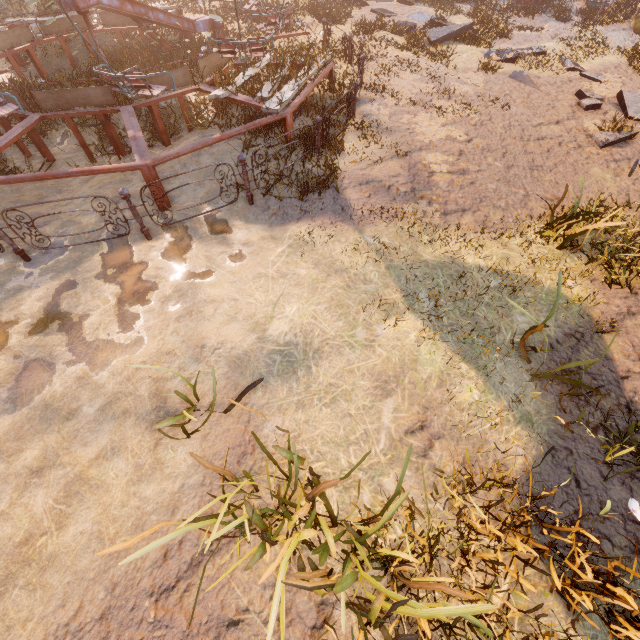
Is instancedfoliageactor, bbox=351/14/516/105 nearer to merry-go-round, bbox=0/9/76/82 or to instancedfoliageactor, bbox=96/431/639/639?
merry-go-round, bbox=0/9/76/82

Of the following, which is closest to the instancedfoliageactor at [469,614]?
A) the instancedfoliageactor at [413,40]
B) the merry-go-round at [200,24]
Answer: the merry-go-round at [200,24]

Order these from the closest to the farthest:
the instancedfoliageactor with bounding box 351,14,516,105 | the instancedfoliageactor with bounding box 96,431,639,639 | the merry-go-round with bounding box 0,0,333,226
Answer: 1. the instancedfoliageactor with bounding box 96,431,639,639
2. the merry-go-round with bounding box 0,0,333,226
3. the instancedfoliageactor with bounding box 351,14,516,105

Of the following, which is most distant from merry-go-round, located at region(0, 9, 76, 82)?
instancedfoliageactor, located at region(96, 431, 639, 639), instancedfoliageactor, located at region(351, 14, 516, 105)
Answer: instancedfoliageactor, located at region(96, 431, 639, 639)

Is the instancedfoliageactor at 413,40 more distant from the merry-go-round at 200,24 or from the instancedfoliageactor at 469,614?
the instancedfoliageactor at 469,614

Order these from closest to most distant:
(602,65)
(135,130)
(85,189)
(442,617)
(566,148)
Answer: (442,617) < (135,130) < (85,189) < (566,148) < (602,65)

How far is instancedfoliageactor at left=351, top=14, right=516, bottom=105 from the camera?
8.9m
